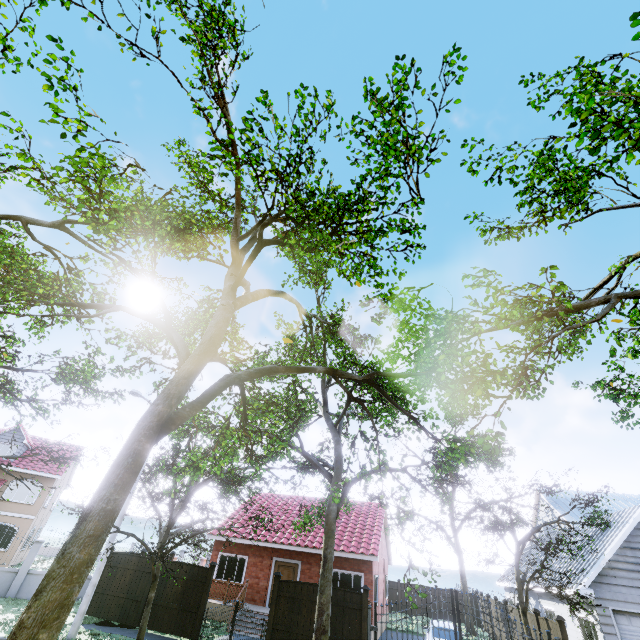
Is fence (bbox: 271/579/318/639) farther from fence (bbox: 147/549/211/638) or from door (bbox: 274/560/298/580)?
fence (bbox: 147/549/211/638)

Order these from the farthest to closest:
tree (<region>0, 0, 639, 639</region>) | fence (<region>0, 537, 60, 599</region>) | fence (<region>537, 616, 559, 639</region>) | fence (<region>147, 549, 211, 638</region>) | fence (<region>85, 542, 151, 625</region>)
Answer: fence (<region>0, 537, 60, 599</region>) → fence (<region>85, 542, 151, 625</region>) → fence (<region>147, 549, 211, 638</region>) → fence (<region>537, 616, 559, 639</region>) → tree (<region>0, 0, 639, 639</region>)

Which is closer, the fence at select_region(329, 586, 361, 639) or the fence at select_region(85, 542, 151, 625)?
the fence at select_region(329, 586, 361, 639)

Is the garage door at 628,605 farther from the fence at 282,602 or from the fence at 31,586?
the fence at 31,586

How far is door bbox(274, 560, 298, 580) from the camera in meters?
18.3

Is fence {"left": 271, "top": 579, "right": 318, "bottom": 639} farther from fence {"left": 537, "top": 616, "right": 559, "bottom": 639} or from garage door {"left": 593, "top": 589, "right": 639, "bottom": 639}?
garage door {"left": 593, "top": 589, "right": 639, "bottom": 639}

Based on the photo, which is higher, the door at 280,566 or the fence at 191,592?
the door at 280,566

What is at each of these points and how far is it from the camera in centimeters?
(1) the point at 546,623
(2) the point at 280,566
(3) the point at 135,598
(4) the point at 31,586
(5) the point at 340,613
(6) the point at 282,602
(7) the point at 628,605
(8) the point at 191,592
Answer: (1) fence, 1237cm
(2) door, 1877cm
(3) fence, 1464cm
(4) fence, 1698cm
(5) fence, 1262cm
(6) fence, 1327cm
(7) garage door, 1216cm
(8) fence, 1427cm
